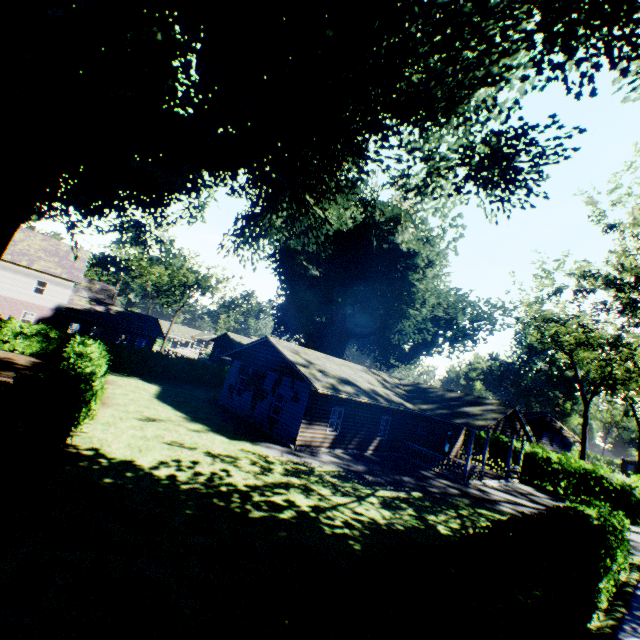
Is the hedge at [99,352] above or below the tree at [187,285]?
below

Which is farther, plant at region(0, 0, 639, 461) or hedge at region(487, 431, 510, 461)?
hedge at region(487, 431, 510, 461)

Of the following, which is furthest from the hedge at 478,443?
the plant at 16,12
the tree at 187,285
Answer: the tree at 187,285

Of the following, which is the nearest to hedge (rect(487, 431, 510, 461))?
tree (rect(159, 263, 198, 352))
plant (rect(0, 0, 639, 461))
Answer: plant (rect(0, 0, 639, 461))

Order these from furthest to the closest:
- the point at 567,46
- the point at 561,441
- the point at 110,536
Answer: the point at 561,441
the point at 567,46
the point at 110,536

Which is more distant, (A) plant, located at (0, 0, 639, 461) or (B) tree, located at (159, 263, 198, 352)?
(B) tree, located at (159, 263, 198, 352)

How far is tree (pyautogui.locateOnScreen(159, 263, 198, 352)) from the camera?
52.5m
